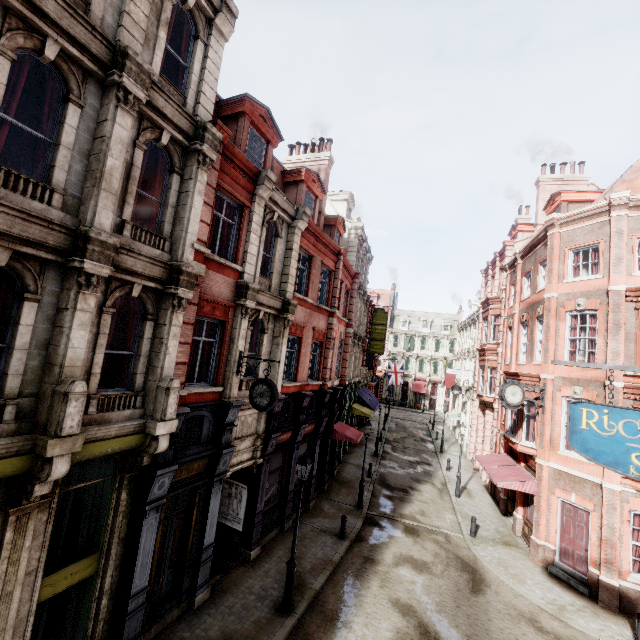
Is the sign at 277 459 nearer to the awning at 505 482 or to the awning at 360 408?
the awning at 505 482

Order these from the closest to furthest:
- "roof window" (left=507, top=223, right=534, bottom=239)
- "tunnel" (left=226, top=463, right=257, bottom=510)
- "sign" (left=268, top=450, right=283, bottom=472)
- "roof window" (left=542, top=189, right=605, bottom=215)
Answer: "tunnel" (left=226, top=463, right=257, bottom=510) → "sign" (left=268, top=450, right=283, bottom=472) → "roof window" (left=542, top=189, right=605, bottom=215) → "roof window" (left=507, top=223, right=534, bottom=239)

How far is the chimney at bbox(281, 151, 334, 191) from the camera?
19.36m

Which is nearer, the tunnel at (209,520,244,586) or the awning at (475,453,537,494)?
the tunnel at (209,520,244,586)

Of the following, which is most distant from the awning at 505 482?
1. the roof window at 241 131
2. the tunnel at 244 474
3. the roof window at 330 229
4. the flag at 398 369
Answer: the flag at 398 369

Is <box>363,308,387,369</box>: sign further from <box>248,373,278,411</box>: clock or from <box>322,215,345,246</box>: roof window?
<box>248,373,278,411</box>: clock

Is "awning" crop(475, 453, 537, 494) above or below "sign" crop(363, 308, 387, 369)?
below

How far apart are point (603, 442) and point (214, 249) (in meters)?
11.56
